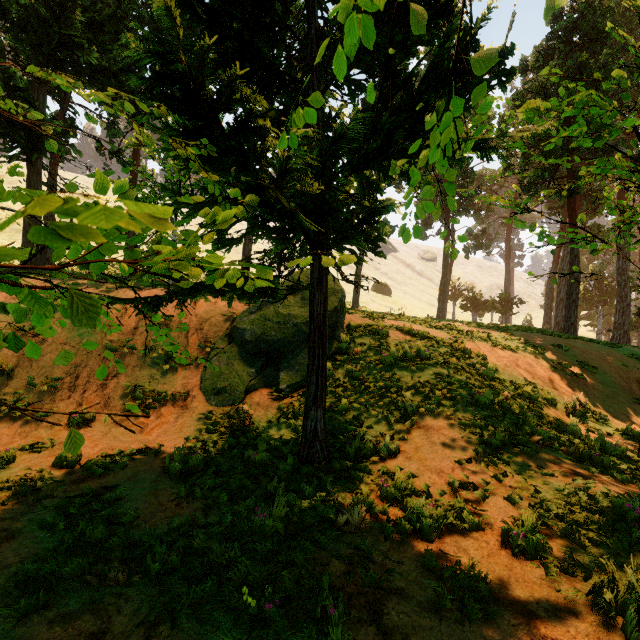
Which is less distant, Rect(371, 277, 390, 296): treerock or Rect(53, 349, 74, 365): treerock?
Rect(53, 349, 74, 365): treerock

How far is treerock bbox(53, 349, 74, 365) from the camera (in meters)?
1.70

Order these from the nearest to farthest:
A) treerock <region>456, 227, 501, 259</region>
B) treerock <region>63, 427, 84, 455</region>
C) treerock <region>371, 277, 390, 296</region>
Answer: treerock <region>63, 427, 84, 455</region>
treerock <region>456, 227, 501, 259</region>
treerock <region>371, 277, 390, 296</region>

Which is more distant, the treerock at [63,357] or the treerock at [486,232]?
the treerock at [486,232]

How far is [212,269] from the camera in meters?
2.6

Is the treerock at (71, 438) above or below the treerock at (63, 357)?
below
